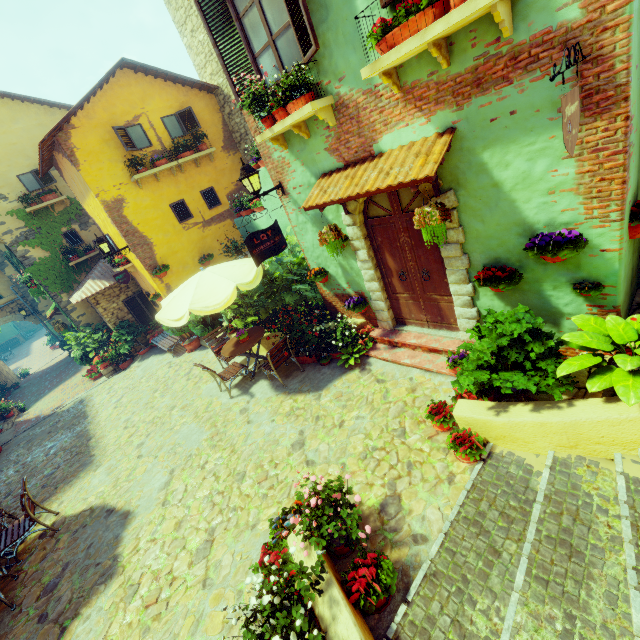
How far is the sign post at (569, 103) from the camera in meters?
2.5 m

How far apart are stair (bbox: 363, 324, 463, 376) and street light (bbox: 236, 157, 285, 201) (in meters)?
3.42

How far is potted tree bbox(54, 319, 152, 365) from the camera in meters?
13.0 m

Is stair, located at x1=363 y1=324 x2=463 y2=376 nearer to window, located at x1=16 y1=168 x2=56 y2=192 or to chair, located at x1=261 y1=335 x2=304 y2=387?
chair, located at x1=261 y1=335 x2=304 y2=387

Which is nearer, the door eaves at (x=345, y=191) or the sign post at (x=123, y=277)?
the door eaves at (x=345, y=191)

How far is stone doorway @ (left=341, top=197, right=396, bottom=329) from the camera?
5.7m

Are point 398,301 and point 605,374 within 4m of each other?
yes

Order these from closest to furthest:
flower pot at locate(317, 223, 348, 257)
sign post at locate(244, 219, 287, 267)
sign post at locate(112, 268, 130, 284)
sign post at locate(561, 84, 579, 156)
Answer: sign post at locate(561, 84, 579, 156) < flower pot at locate(317, 223, 348, 257) < sign post at locate(244, 219, 287, 267) < sign post at locate(112, 268, 130, 284)
